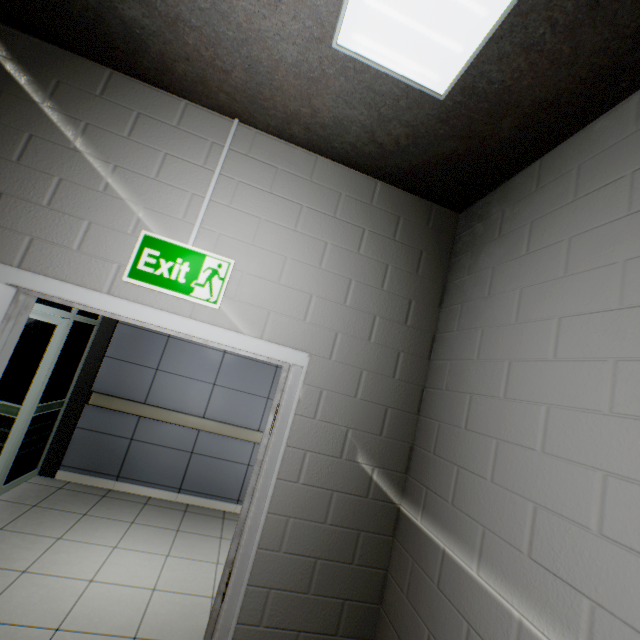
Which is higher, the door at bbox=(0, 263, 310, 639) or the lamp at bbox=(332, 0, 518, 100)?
the lamp at bbox=(332, 0, 518, 100)

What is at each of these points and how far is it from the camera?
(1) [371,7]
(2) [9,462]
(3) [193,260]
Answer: (1) lamp, 1.1m
(2) doorway, 3.4m
(3) exit sign, 1.7m

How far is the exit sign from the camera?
1.6m

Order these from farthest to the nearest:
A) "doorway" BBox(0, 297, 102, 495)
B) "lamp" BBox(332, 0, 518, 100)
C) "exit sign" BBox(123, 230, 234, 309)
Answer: "doorway" BBox(0, 297, 102, 495), "exit sign" BBox(123, 230, 234, 309), "lamp" BBox(332, 0, 518, 100)

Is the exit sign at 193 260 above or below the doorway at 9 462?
above

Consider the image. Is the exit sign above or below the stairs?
below

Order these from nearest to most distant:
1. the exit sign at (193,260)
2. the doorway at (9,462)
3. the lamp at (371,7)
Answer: the lamp at (371,7), the exit sign at (193,260), the doorway at (9,462)

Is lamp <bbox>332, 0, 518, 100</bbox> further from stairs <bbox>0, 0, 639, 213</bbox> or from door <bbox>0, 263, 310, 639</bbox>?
door <bbox>0, 263, 310, 639</bbox>
